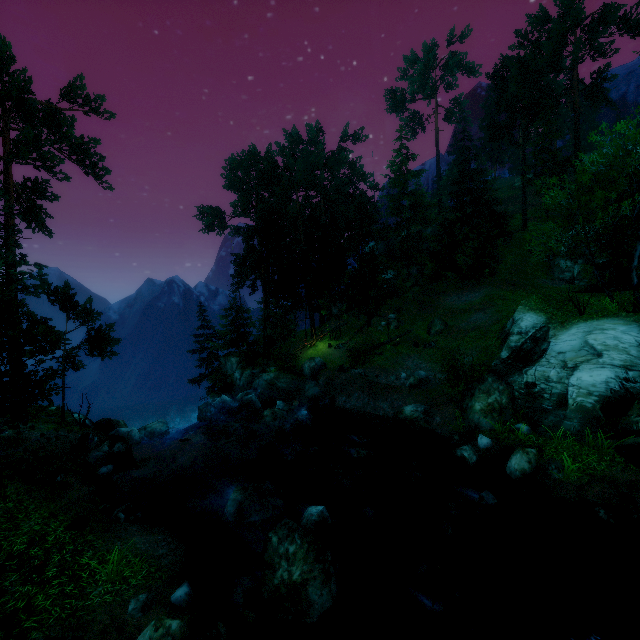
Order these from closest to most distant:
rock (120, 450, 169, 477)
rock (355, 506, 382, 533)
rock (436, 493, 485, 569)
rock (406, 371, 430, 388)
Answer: rock (436, 493, 485, 569), rock (355, 506, 382, 533), rock (120, 450, 169, 477), rock (406, 371, 430, 388)

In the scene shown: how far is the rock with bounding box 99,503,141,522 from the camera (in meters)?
10.27

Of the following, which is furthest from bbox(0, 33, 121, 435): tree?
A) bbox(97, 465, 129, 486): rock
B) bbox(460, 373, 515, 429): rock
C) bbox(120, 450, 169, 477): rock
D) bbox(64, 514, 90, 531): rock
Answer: bbox(460, 373, 515, 429): rock

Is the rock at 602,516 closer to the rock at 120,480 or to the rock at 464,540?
the rock at 464,540

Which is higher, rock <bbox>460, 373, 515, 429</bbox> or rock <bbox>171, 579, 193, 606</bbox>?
rock <bbox>460, 373, 515, 429</bbox>

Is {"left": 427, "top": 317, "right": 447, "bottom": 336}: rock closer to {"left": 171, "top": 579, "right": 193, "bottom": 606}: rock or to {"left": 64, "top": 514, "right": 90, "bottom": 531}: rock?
{"left": 171, "top": 579, "right": 193, "bottom": 606}: rock

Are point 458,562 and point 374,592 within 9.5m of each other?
yes

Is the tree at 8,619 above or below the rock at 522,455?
above
